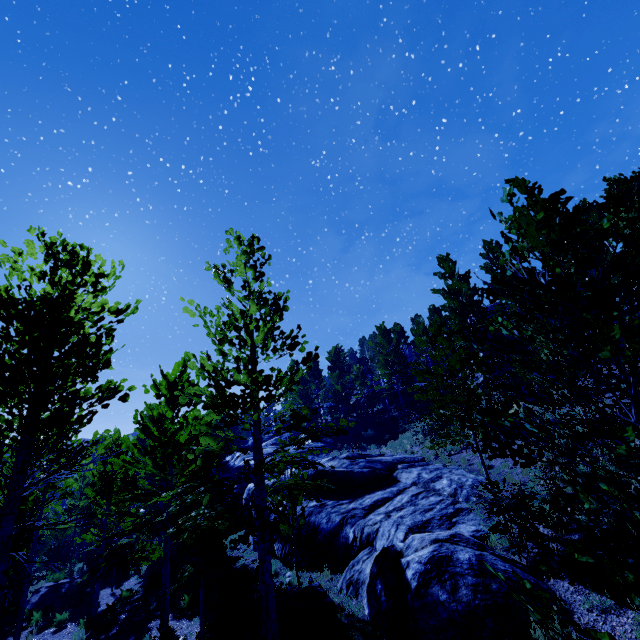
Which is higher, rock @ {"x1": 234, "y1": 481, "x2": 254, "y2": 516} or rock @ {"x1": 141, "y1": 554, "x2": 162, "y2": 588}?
rock @ {"x1": 234, "y1": 481, "x2": 254, "y2": 516}

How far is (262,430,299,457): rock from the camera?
31.9m

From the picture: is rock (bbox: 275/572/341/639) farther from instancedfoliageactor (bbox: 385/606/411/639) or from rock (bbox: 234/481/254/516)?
instancedfoliageactor (bbox: 385/606/411/639)

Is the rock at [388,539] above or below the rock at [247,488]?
below

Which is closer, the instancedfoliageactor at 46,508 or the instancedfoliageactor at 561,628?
the instancedfoliageactor at 561,628

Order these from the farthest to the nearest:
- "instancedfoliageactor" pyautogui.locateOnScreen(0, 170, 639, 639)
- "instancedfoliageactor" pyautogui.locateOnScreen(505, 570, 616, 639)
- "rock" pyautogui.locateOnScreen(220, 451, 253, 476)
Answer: "rock" pyautogui.locateOnScreen(220, 451, 253, 476) → "instancedfoliageactor" pyautogui.locateOnScreen(0, 170, 639, 639) → "instancedfoliageactor" pyautogui.locateOnScreen(505, 570, 616, 639)

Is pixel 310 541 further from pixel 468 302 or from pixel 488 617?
pixel 468 302
